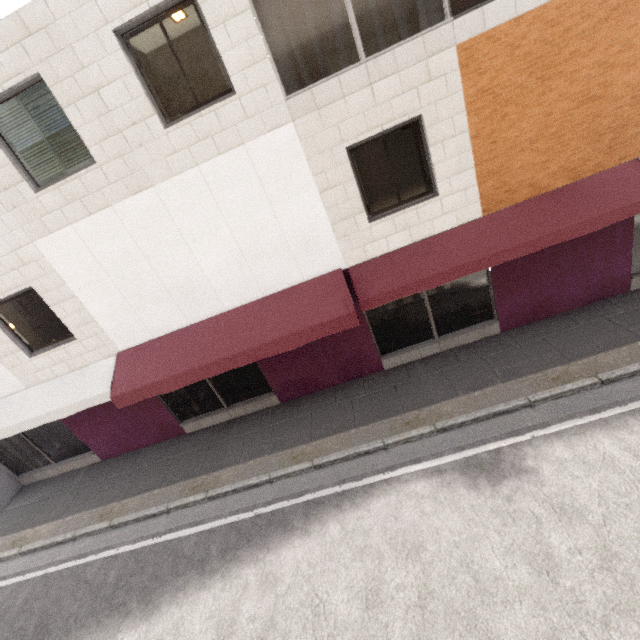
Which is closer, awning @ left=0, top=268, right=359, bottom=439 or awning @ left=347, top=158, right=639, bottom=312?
awning @ left=347, top=158, right=639, bottom=312

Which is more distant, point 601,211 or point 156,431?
point 156,431

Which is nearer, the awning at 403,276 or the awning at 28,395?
the awning at 403,276
